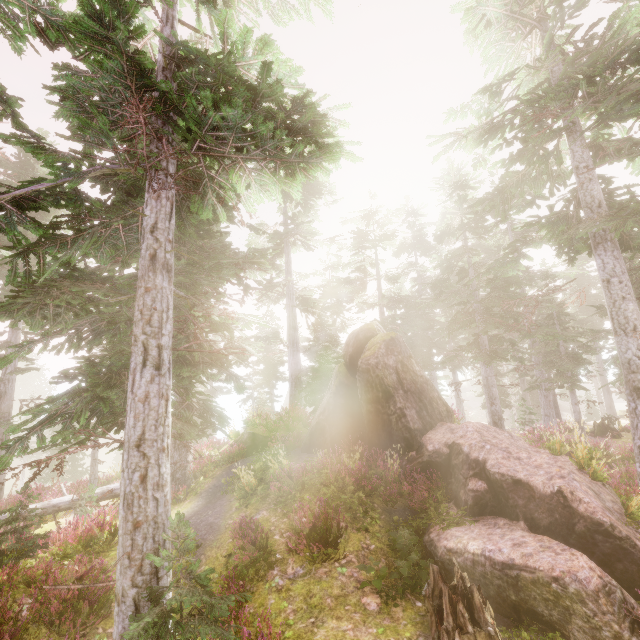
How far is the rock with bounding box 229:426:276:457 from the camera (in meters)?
15.33

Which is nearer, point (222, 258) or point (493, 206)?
point (222, 258)

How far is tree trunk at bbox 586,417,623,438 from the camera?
21.9 meters

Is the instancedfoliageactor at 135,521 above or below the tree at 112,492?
above

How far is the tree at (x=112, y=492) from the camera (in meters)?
11.85

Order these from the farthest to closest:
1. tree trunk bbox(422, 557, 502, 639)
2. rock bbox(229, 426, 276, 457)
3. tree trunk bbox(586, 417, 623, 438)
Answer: →
tree trunk bbox(586, 417, 623, 438)
rock bbox(229, 426, 276, 457)
tree trunk bbox(422, 557, 502, 639)

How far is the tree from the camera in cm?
1185

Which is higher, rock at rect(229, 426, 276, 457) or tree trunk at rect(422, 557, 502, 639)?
rock at rect(229, 426, 276, 457)
